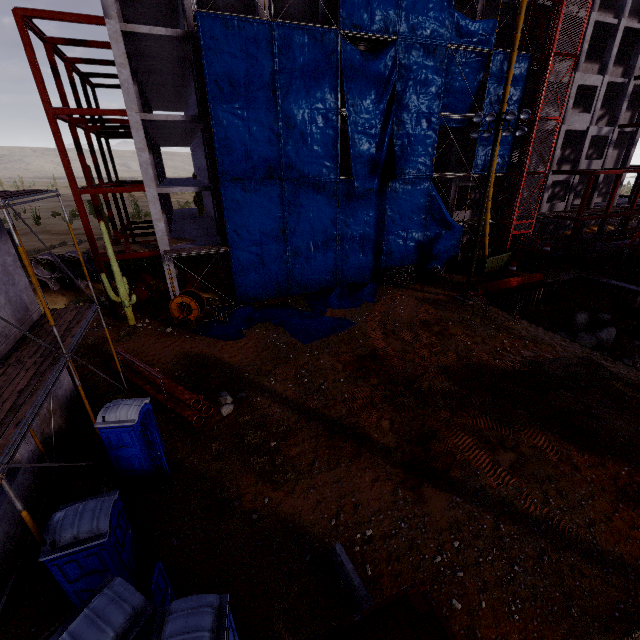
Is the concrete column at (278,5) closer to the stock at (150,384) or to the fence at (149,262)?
the fence at (149,262)

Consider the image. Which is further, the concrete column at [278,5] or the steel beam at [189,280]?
the steel beam at [189,280]

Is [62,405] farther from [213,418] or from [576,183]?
[576,183]

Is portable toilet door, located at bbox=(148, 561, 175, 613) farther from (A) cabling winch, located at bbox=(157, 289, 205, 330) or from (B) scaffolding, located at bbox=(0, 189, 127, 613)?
(A) cabling winch, located at bbox=(157, 289, 205, 330)

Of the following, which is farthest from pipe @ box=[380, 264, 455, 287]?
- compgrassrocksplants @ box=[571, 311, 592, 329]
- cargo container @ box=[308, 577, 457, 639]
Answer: cargo container @ box=[308, 577, 457, 639]

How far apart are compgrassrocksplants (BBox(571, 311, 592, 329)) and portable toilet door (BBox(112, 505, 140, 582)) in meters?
30.0

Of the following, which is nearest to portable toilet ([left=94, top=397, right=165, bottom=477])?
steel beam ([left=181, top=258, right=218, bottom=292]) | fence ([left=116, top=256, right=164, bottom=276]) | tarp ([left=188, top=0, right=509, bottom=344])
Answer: tarp ([left=188, top=0, right=509, bottom=344])

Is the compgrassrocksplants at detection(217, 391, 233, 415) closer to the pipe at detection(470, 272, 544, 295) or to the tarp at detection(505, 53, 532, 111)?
the tarp at detection(505, 53, 532, 111)
